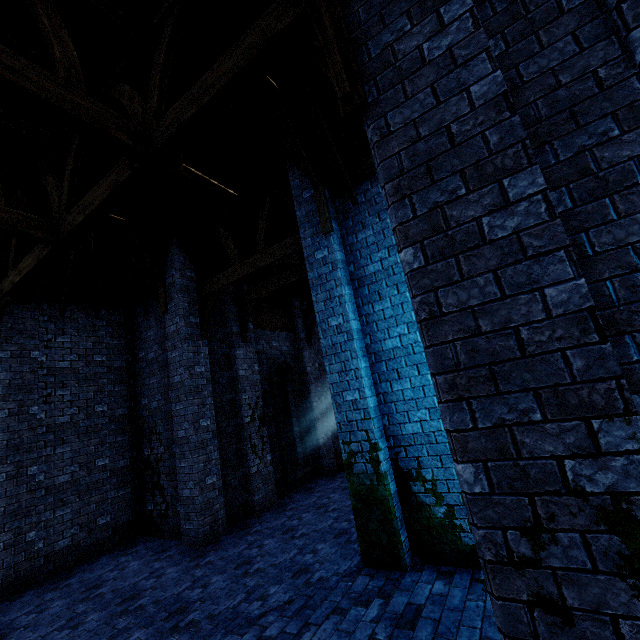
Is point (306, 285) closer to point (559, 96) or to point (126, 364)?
point (126, 364)
